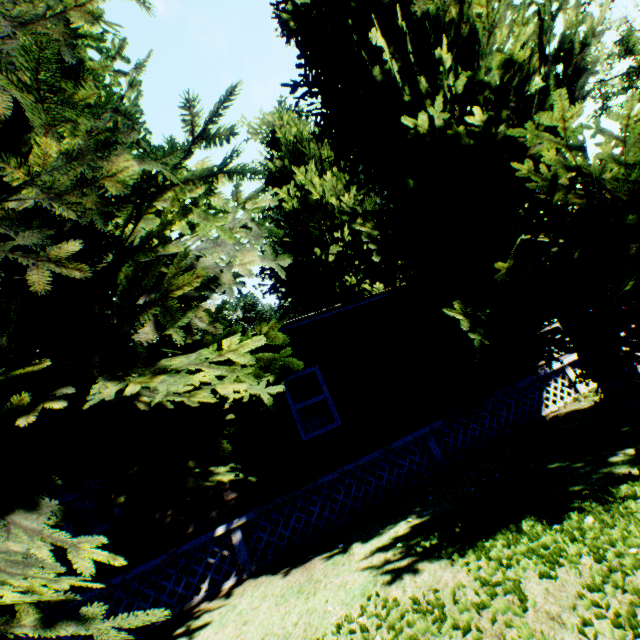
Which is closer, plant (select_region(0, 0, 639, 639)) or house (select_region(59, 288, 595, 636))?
plant (select_region(0, 0, 639, 639))

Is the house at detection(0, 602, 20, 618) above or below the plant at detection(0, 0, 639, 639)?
below

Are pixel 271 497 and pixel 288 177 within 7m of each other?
no

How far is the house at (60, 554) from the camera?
6.1 meters

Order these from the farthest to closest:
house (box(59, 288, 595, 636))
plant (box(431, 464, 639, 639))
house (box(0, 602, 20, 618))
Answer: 1. house (box(59, 288, 595, 636))
2. house (box(0, 602, 20, 618))
3. plant (box(431, 464, 639, 639))

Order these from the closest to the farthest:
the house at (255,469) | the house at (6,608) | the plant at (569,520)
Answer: the plant at (569,520) → the house at (6,608) → the house at (255,469)

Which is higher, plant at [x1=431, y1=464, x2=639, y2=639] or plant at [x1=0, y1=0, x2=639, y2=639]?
plant at [x1=0, y1=0, x2=639, y2=639]

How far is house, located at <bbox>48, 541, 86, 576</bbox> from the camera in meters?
6.1 m
